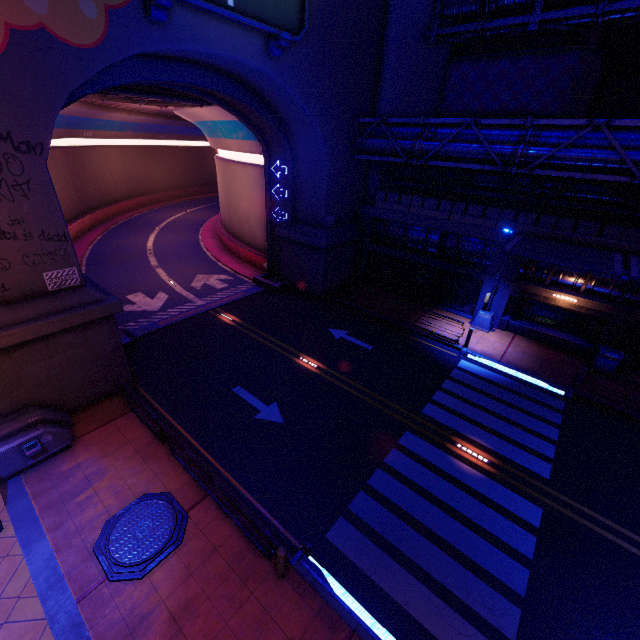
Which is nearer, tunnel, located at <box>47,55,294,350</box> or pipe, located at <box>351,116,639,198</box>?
pipe, located at <box>351,116,639,198</box>

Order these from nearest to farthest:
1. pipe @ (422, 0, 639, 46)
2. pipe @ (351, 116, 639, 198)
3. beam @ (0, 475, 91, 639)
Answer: beam @ (0, 475, 91, 639), pipe @ (351, 116, 639, 198), pipe @ (422, 0, 639, 46)

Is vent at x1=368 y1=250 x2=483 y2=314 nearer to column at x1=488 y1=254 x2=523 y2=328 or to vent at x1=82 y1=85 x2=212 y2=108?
column at x1=488 y1=254 x2=523 y2=328

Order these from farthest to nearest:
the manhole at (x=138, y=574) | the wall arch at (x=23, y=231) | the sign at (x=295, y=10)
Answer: the sign at (x=295, y=10), the wall arch at (x=23, y=231), the manhole at (x=138, y=574)

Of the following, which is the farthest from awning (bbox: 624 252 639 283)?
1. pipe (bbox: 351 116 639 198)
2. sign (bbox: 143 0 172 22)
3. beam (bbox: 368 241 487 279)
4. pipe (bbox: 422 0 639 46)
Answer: sign (bbox: 143 0 172 22)

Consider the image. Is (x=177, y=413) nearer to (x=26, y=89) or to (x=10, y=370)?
(x=10, y=370)

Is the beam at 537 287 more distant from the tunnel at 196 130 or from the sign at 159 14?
the sign at 159 14

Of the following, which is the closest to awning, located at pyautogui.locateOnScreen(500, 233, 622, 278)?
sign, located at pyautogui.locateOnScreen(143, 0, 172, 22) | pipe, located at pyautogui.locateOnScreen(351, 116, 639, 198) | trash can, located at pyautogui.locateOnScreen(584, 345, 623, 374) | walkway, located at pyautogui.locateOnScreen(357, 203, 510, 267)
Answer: walkway, located at pyautogui.locateOnScreen(357, 203, 510, 267)
